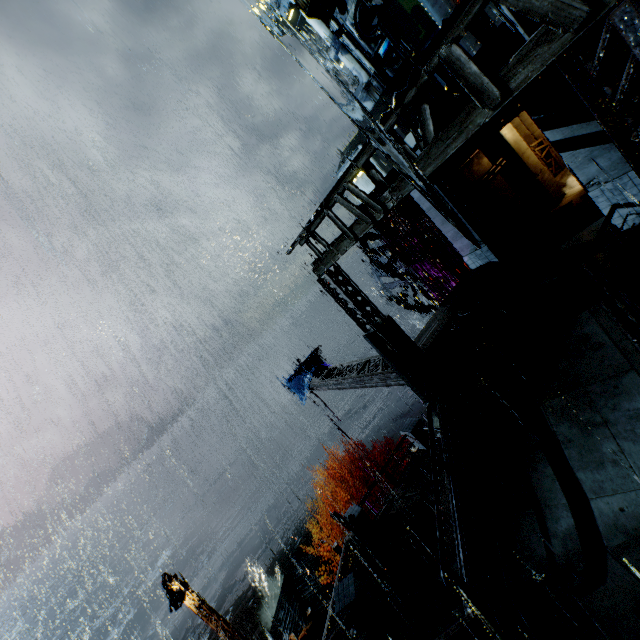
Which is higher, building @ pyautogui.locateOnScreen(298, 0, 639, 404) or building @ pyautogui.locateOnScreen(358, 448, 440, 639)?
building @ pyautogui.locateOnScreen(298, 0, 639, 404)

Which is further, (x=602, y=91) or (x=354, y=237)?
(x=354, y=237)

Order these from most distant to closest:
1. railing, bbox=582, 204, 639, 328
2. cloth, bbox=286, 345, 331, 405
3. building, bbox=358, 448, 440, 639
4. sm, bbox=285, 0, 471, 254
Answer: cloth, bbox=286, 345, 331, 405 → building, bbox=358, 448, 440, 639 → railing, bbox=582, 204, 639, 328 → sm, bbox=285, 0, 471, 254

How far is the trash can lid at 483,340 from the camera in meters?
10.8 m

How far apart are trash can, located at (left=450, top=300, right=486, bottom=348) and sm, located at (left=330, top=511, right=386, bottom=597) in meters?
8.1

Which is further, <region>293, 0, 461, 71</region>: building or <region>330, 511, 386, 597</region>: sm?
<region>293, 0, 461, 71</region>: building

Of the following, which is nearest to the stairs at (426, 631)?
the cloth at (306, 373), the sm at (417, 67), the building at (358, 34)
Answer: the sm at (417, 67)

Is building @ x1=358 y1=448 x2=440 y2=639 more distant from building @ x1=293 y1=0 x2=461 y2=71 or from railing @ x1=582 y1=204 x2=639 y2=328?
building @ x1=293 y1=0 x2=461 y2=71
